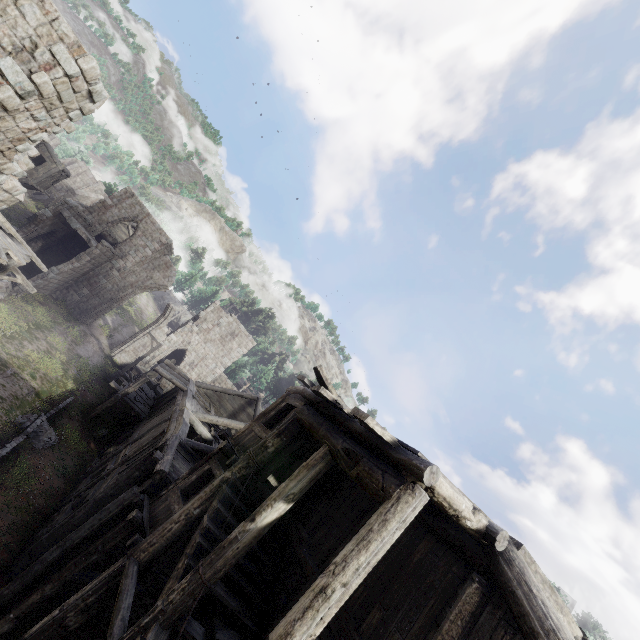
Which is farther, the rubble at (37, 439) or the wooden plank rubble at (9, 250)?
the rubble at (37, 439)

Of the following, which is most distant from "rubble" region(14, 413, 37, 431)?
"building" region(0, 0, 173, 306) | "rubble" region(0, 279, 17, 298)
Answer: "rubble" region(0, 279, 17, 298)

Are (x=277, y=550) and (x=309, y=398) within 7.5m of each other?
yes

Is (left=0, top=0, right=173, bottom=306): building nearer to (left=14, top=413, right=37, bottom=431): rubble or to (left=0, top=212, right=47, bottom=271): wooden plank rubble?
(left=0, top=212, right=47, bottom=271): wooden plank rubble

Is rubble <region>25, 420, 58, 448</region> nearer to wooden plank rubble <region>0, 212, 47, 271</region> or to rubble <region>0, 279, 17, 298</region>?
wooden plank rubble <region>0, 212, 47, 271</region>

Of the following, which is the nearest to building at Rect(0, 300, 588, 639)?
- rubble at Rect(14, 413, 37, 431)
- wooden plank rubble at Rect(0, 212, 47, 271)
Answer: wooden plank rubble at Rect(0, 212, 47, 271)

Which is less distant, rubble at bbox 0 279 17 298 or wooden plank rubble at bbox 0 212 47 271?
wooden plank rubble at bbox 0 212 47 271
